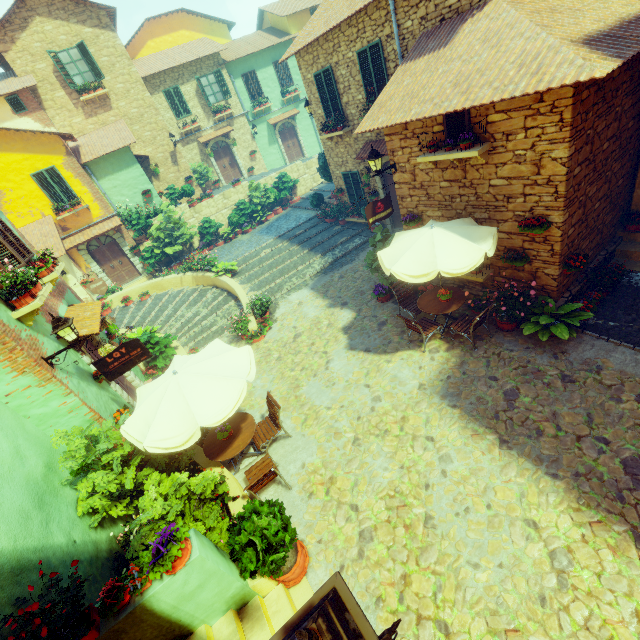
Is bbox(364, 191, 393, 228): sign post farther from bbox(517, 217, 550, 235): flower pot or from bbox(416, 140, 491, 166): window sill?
bbox(517, 217, 550, 235): flower pot

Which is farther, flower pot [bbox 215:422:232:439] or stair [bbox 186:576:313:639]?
flower pot [bbox 215:422:232:439]

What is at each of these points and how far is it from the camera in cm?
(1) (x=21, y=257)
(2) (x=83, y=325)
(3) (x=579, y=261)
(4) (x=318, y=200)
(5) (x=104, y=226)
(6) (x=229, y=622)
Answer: (1) window, 778
(2) door eaves, 771
(3) flower pot, 697
(4) flower pot, 1689
(5) door eaves, 1669
(6) stair, 462

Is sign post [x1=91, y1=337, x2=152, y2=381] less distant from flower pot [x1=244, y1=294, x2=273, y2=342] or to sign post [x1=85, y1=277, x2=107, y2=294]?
flower pot [x1=244, y1=294, x2=273, y2=342]

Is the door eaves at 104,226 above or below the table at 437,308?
above

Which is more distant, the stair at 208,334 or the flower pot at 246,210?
the flower pot at 246,210

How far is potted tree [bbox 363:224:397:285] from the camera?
9.8 meters

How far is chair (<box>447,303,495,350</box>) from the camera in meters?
7.2
